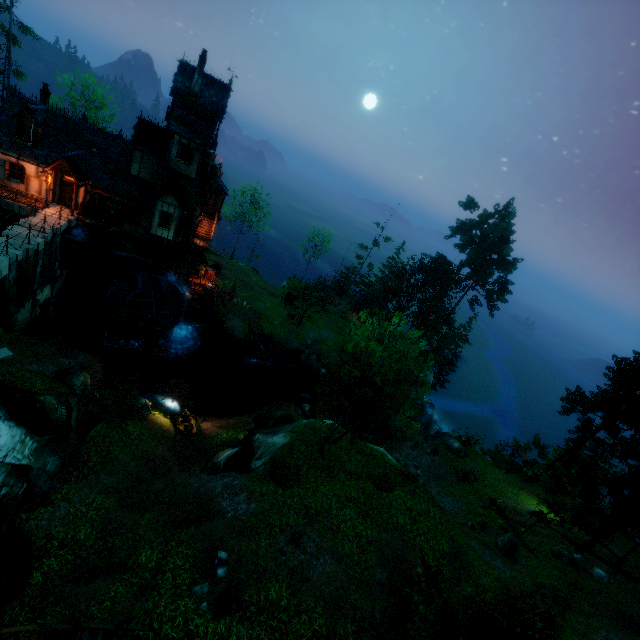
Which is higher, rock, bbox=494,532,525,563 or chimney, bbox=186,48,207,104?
chimney, bbox=186,48,207,104

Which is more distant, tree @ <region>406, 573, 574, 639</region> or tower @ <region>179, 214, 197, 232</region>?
tower @ <region>179, 214, 197, 232</region>

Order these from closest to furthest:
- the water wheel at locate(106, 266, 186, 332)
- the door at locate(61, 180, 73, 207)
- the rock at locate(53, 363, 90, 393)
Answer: the rock at locate(53, 363, 90, 393) < the door at locate(61, 180, 73, 207) < the water wheel at locate(106, 266, 186, 332)

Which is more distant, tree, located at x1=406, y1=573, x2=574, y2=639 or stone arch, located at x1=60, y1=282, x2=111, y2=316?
stone arch, located at x1=60, y1=282, x2=111, y2=316

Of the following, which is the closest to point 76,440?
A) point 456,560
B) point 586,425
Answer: point 456,560

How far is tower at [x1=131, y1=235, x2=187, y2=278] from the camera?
28.84m

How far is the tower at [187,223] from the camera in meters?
29.2

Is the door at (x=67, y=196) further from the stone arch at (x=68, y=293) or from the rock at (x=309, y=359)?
the rock at (x=309, y=359)
